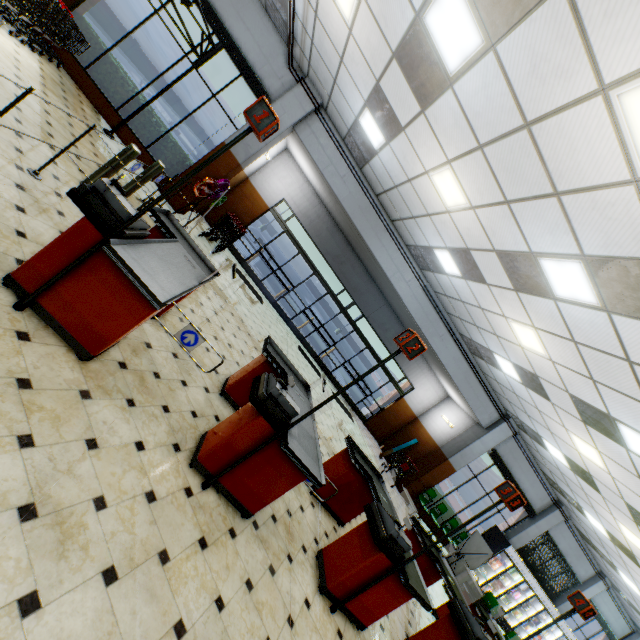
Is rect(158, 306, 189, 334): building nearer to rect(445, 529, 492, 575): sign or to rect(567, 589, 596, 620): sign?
rect(445, 529, 492, 575): sign

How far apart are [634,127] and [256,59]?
8.86m

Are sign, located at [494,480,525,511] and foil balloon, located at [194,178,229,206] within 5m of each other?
no

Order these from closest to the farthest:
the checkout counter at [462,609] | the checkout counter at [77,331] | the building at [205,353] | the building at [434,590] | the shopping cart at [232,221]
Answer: the checkout counter at [77,331] < the checkout counter at [462,609] < the building at [205,353] < the building at [434,590] < the shopping cart at [232,221]

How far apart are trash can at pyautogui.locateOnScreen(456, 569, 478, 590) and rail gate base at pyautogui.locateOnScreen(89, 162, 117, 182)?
12.43m

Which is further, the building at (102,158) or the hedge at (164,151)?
the hedge at (164,151)

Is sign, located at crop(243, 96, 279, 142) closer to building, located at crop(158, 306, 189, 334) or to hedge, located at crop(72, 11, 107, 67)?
building, located at crop(158, 306, 189, 334)

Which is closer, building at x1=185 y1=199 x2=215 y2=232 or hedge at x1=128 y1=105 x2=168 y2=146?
hedge at x1=128 y1=105 x2=168 y2=146
